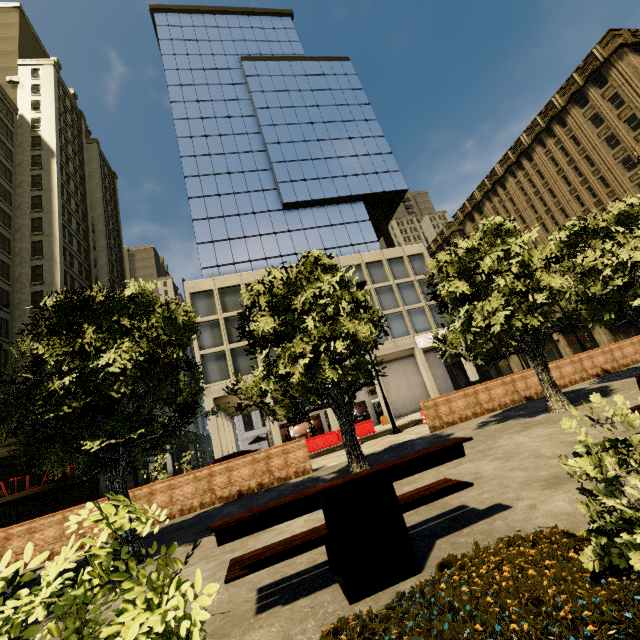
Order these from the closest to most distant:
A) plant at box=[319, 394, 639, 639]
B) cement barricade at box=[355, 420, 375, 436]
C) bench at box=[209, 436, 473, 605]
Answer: plant at box=[319, 394, 639, 639] < bench at box=[209, 436, 473, 605] < cement barricade at box=[355, 420, 375, 436]

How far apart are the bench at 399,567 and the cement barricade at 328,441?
19.0 meters

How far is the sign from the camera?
31.1 meters

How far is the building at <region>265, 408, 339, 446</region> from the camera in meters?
26.5 m

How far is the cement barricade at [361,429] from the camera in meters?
22.7 m

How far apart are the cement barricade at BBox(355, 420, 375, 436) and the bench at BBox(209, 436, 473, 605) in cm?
1901

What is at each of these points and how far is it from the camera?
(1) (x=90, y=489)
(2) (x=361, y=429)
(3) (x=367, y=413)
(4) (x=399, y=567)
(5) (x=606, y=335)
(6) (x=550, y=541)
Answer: (1) building, 26.3m
(2) cement barricade, 22.9m
(3) building, 45.4m
(4) bench, 2.9m
(5) building, 37.7m
(6) plant, 2.5m
